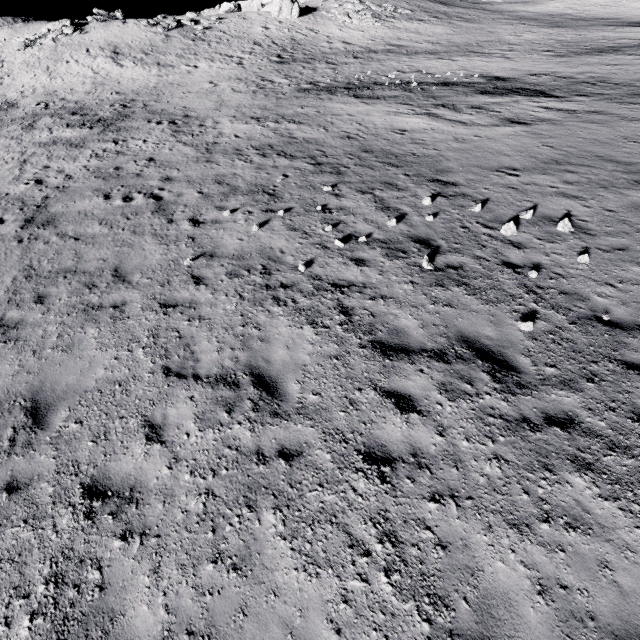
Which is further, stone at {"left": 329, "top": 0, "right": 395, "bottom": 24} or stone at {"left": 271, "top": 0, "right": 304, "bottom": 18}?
stone at {"left": 329, "top": 0, "right": 395, "bottom": 24}

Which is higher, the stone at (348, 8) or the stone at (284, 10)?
the stone at (284, 10)

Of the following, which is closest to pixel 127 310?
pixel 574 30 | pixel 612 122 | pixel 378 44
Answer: pixel 612 122

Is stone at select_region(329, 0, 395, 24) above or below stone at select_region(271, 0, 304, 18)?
below

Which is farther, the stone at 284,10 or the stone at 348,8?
the stone at 348,8
